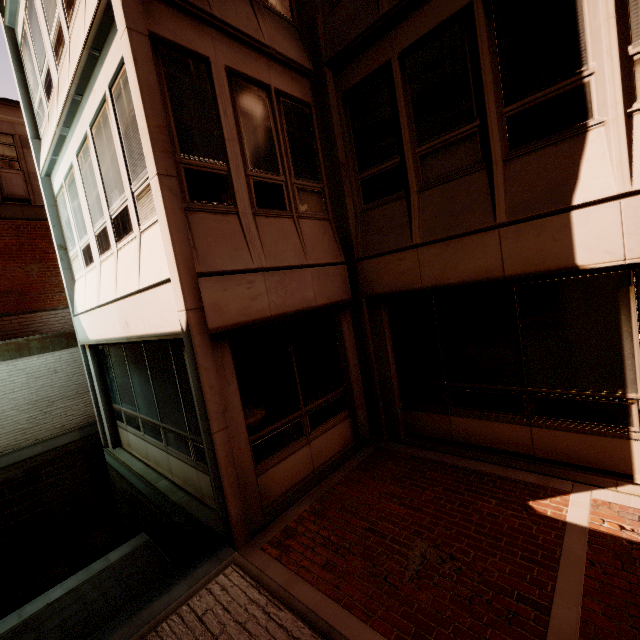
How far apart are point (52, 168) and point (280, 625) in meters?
10.6 m
